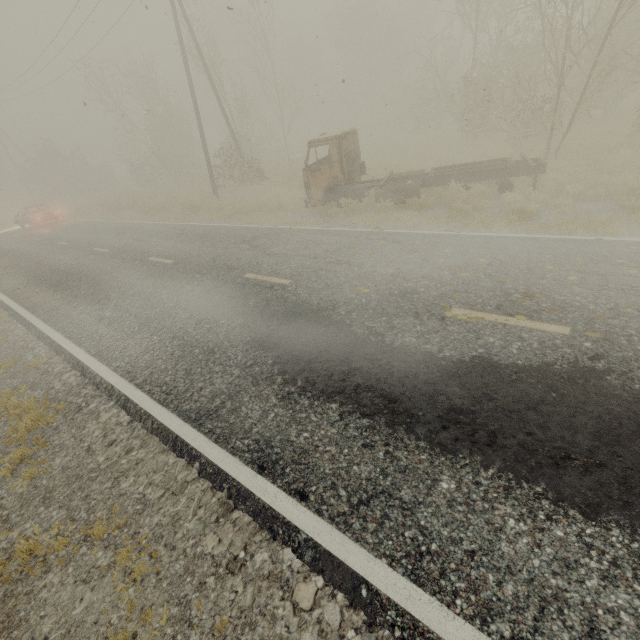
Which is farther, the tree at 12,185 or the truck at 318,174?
the tree at 12,185

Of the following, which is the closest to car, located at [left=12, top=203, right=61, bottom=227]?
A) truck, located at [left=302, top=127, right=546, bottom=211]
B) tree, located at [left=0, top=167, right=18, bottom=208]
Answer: tree, located at [left=0, top=167, right=18, bottom=208]

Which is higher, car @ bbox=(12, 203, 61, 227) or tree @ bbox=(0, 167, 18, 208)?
tree @ bbox=(0, 167, 18, 208)

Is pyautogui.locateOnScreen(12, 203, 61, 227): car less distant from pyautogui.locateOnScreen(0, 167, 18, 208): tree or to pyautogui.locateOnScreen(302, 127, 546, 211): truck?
pyautogui.locateOnScreen(0, 167, 18, 208): tree

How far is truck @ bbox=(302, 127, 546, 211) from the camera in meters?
10.2 m

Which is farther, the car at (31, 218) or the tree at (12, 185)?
the tree at (12, 185)

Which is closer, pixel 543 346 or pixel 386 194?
pixel 543 346

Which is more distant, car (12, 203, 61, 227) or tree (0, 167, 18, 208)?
tree (0, 167, 18, 208)
